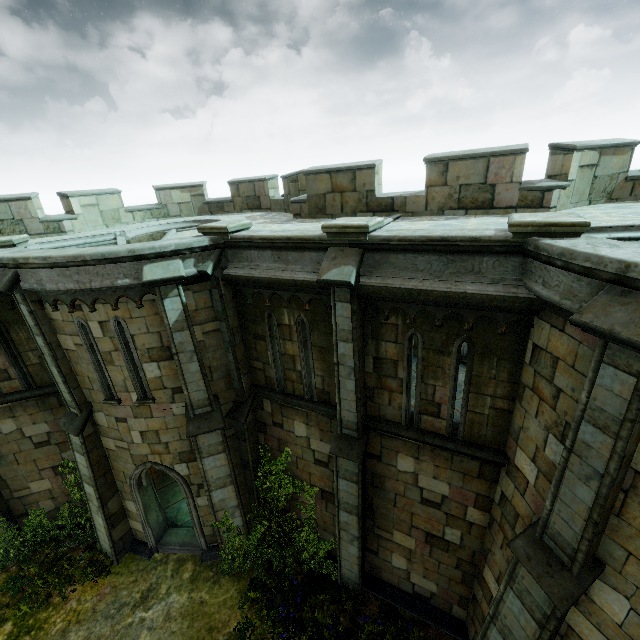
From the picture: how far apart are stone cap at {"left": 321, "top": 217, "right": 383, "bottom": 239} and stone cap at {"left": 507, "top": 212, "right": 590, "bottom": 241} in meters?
2.2

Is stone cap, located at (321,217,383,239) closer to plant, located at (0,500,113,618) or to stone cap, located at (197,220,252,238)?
stone cap, located at (197,220,252,238)

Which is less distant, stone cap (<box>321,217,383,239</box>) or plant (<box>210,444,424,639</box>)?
stone cap (<box>321,217,383,239</box>)

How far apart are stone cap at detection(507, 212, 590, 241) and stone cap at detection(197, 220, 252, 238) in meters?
5.6 m

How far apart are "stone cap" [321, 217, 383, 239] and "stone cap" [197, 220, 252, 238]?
2.4 meters

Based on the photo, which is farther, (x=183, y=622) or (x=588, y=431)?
(x=183, y=622)

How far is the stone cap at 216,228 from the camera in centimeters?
745cm

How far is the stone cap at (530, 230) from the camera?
4.5m
